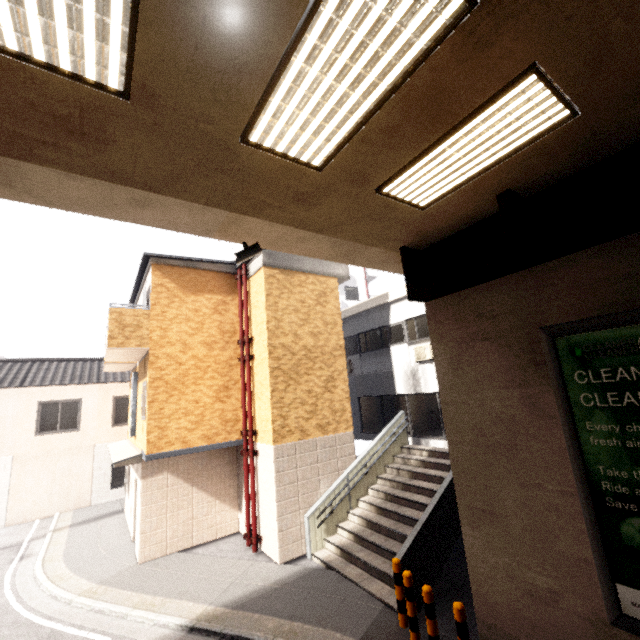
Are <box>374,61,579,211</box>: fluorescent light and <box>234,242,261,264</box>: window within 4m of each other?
yes

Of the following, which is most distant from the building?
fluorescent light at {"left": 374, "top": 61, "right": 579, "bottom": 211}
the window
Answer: fluorescent light at {"left": 374, "top": 61, "right": 579, "bottom": 211}

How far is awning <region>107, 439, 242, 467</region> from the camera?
Answer: 9.3m

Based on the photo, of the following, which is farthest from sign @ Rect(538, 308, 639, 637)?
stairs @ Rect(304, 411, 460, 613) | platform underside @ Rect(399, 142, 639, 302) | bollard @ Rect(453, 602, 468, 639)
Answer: stairs @ Rect(304, 411, 460, 613)

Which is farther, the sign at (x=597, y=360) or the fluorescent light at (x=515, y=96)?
the sign at (x=597, y=360)

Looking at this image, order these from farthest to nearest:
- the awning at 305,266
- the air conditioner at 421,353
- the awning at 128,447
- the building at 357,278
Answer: the building at 357,278, the air conditioner at 421,353, the awning at 305,266, the awning at 128,447

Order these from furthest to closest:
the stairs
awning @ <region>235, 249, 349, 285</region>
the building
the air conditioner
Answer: the building
the air conditioner
awning @ <region>235, 249, 349, 285</region>
the stairs

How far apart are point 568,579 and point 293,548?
6.8 meters
